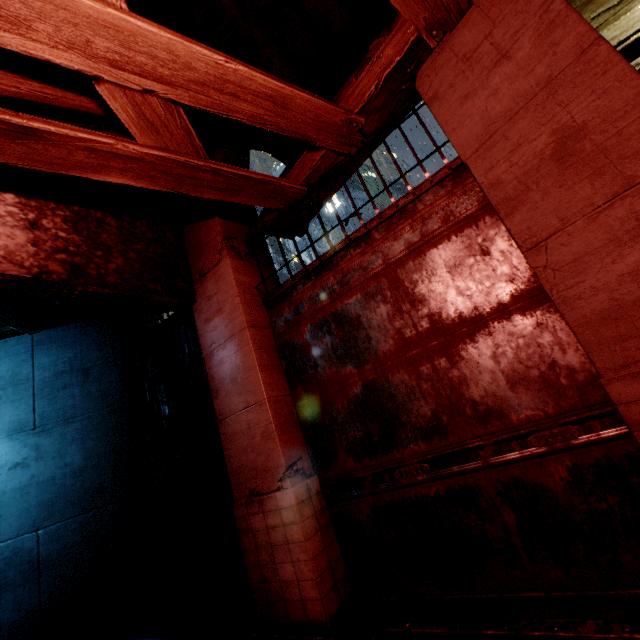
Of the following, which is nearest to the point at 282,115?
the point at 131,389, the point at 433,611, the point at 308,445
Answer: the point at 308,445
